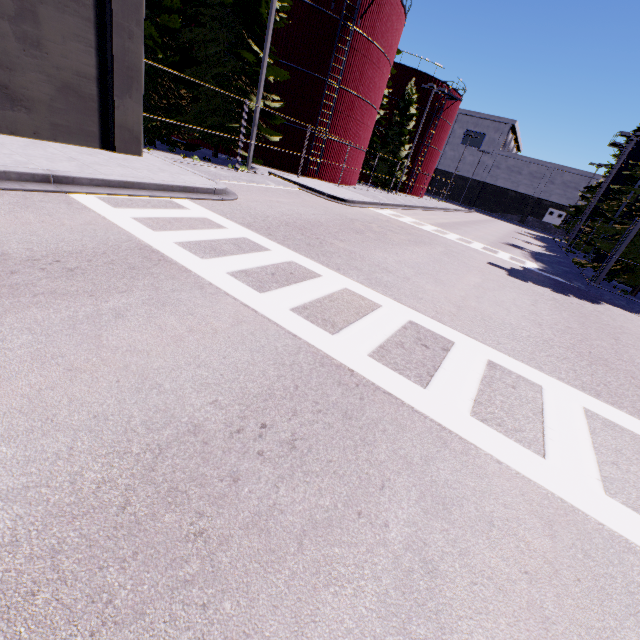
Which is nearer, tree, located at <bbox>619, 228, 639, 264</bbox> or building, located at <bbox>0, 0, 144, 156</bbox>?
building, located at <bbox>0, 0, 144, 156</bbox>

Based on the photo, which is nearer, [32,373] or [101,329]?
[32,373]

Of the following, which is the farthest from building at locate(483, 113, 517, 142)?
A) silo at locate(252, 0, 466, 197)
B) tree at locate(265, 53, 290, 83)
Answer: tree at locate(265, 53, 290, 83)

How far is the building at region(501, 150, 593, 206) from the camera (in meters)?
55.91

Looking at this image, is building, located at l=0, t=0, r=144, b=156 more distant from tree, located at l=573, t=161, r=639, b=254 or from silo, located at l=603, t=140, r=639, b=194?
silo, located at l=603, t=140, r=639, b=194

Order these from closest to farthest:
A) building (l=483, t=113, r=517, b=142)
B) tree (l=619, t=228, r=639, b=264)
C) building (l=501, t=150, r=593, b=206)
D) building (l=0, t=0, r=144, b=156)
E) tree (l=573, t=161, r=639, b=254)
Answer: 1. building (l=0, t=0, r=144, b=156)
2. tree (l=619, t=228, r=639, b=264)
3. tree (l=573, t=161, r=639, b=254)
4. building (l=501, t=150, r=593, b=206)
5. building (l=483, t=113, r=517, b=142)

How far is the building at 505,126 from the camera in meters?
58.2 m

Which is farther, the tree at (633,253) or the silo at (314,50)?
the silo at (314,50)
